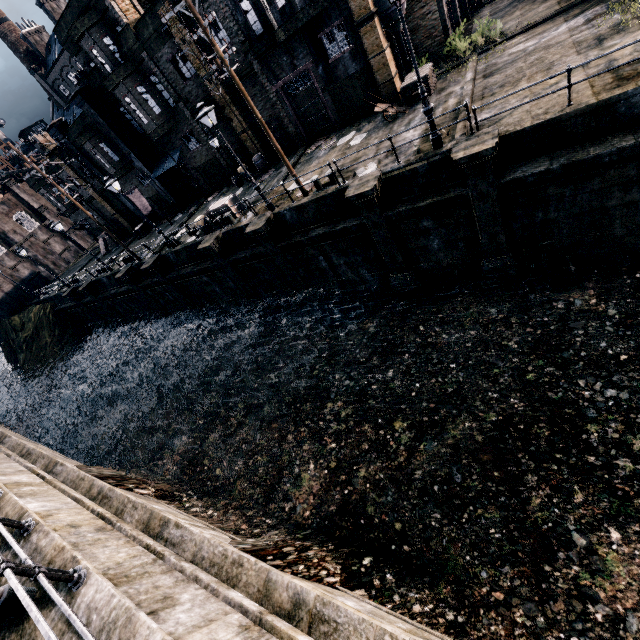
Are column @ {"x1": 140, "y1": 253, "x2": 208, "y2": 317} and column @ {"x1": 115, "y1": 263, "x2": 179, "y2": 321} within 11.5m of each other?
yes

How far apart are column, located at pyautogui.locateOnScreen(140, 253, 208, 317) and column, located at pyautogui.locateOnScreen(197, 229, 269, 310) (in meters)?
5.92

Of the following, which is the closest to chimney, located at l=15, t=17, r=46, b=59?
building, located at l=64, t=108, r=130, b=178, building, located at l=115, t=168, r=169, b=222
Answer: building, located at l=64, t=108, r=130, b=178

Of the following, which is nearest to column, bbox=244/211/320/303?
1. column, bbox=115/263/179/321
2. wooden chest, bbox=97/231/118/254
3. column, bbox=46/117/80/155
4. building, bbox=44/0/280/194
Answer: building, bbox=44/0/280/194

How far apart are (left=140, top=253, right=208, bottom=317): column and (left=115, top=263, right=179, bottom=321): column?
2.93m

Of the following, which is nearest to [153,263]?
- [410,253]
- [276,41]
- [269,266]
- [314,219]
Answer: [269,266]

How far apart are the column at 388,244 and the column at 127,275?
21.88m

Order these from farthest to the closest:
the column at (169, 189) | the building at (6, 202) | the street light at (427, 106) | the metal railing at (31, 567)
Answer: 1. the building at (6, 202)
2. the column at (169, 189)
3. the street light at (427, 106)
4. the metal railing at (31, 567)
